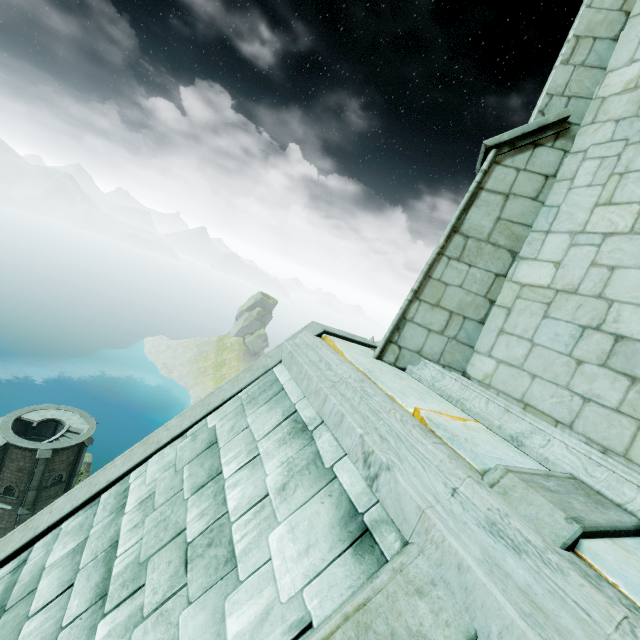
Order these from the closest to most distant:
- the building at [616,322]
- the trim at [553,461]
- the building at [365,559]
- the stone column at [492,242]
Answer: the building at [365,559] → the trim at [553,461] → the building at [616,322] → the stone column at [492,242]

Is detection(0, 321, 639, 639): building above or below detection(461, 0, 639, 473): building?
below

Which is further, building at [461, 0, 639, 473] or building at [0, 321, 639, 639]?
building at [461, 0, 639, 473]

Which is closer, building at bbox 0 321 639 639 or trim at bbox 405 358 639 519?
building at bbox 0 321 639 639

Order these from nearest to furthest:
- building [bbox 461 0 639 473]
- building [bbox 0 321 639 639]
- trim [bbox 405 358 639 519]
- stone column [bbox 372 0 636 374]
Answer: building [bbox 0 321 639 639] < trim [bbox 405 358 639 519] < building [bbox 461 0 639 473] < stone column [bbox 372 0 636 374]

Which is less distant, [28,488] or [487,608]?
[487,608]

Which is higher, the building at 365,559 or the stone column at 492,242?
the stone column at 492,242

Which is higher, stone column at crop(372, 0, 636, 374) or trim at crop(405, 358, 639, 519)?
stone column at crop(372, 0, 636, 374)
